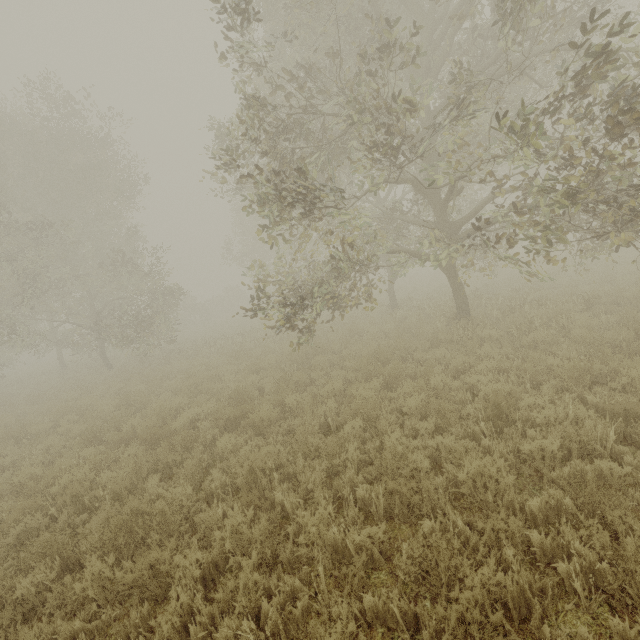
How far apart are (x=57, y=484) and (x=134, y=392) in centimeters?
589cm
